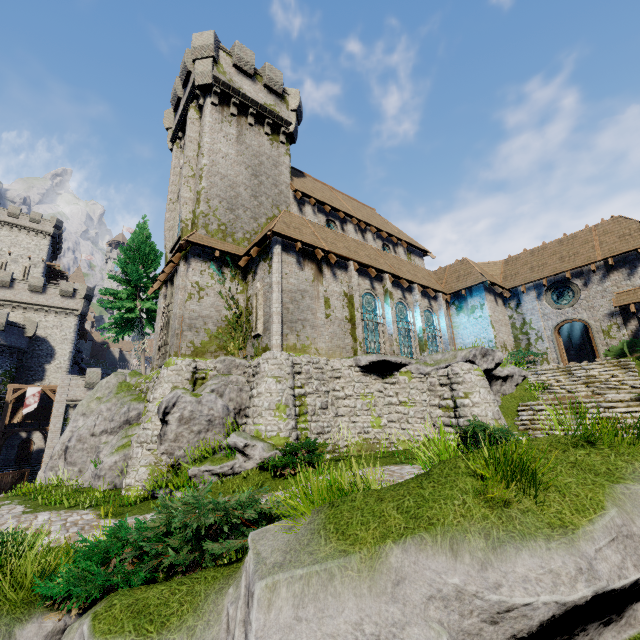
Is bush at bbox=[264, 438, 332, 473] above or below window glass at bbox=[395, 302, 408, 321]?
below

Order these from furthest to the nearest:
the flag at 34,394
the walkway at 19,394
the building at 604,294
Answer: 1. the flag at 34,394
2. the walkway at 19,394
3. the building at 604,294

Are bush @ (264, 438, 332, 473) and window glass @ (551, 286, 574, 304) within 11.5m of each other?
no

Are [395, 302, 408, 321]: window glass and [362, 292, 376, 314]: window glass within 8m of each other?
yes

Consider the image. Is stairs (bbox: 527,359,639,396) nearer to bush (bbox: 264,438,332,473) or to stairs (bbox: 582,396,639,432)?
stairs (bbox: 582,396,639,432)

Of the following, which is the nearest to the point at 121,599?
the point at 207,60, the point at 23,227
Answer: the point at 207,60

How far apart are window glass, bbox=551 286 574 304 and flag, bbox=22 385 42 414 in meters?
47.3

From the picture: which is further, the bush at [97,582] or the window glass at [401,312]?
the window glass at [401,312]
